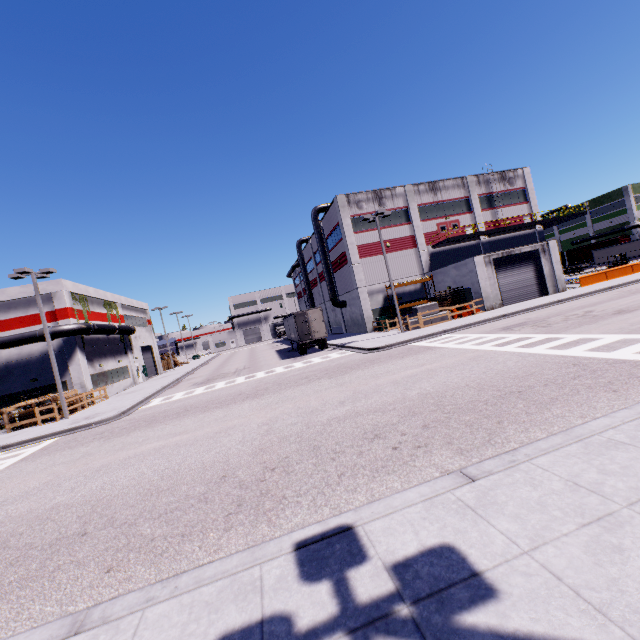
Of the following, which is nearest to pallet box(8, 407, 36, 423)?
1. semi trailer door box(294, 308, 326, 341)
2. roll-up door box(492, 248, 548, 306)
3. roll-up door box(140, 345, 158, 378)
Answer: semi trailer door box(294, 308, 326, 341)

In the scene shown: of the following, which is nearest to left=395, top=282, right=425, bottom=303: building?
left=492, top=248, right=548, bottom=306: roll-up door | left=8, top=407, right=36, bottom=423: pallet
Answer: left=492, top=248, right=548, bottom=306: roll-up door

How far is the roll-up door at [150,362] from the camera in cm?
4434

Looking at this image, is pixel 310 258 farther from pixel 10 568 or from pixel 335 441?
pixel 10 568

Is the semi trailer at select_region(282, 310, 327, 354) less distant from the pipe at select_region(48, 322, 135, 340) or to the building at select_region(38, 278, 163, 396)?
the building at select_region(38, 278, 163, 396)

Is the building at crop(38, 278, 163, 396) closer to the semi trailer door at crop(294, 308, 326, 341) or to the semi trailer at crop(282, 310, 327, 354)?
the semi trailer at crop(282, 310, 327, 354)

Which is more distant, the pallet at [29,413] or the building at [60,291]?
the building at [60,291]

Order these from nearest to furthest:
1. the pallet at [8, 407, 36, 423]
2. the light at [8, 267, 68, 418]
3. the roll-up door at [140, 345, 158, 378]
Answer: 1. the light at [8, 267, 68, 418]
2. the pallet at [8, 407, 36, 423]
3. the roll-up door at [140, 345, 158, 378]
